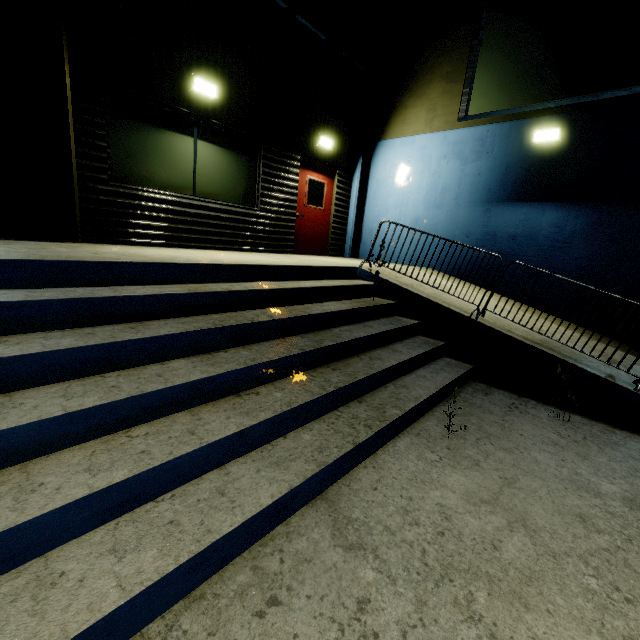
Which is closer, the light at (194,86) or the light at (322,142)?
the light at (194,86)

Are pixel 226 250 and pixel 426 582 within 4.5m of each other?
no

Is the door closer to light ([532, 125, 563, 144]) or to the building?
the building

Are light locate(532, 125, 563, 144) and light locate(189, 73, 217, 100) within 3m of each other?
no

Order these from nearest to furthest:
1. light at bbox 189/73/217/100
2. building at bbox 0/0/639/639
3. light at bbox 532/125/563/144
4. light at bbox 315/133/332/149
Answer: building at bbox 0/0/639/639
light at bbox 189/73/217/100
light at bbox 532/125/563/144
light at bbox 315/133/332/149

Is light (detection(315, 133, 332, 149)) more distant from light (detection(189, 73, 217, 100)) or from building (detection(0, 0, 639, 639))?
light (detection(189, 73, 217, 100))

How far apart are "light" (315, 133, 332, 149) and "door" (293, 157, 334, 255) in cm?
33

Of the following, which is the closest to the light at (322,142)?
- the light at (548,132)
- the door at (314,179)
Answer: the door at (314,179)
